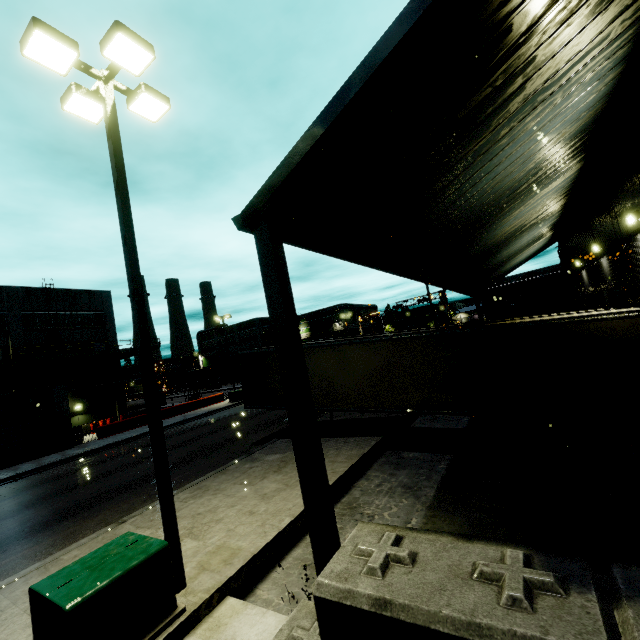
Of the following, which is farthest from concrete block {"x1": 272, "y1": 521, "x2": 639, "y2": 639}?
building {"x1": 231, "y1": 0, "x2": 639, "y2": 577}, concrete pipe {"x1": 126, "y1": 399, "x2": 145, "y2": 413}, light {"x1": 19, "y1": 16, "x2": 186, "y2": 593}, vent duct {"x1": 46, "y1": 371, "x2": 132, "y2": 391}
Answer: concrete pipe {"x1": 126, "y1": 399, "x2": 145, "y2": 413}

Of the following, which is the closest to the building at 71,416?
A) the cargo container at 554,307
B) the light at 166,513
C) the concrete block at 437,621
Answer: the concrete block at 437,621

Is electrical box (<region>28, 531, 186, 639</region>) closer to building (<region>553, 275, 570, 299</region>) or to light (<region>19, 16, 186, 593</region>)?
light (<region>19, 16, 186, 593</region>)

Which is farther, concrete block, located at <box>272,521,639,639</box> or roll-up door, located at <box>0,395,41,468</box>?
roll-up door, located at <box>0,395,41,468</box>

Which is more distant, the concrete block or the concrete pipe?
the concrete pipe

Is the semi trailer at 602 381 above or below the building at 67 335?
below

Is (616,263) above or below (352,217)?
below

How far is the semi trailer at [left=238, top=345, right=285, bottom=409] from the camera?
14.6 meters
